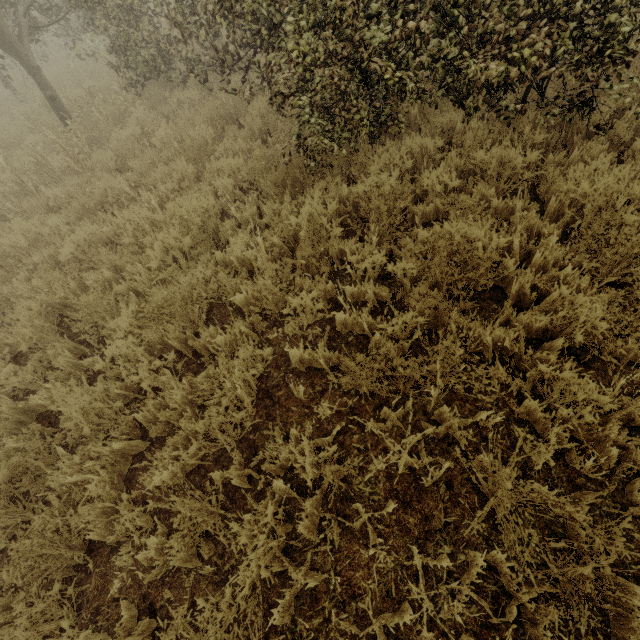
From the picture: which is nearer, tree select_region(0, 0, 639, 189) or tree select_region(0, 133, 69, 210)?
tree select_region(0, 0, 639, 189)

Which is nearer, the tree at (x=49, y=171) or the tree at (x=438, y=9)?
the tree at (x=438, y=9)

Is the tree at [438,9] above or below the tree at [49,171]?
above

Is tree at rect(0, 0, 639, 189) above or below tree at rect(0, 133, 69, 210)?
above

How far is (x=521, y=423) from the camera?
2.6m
